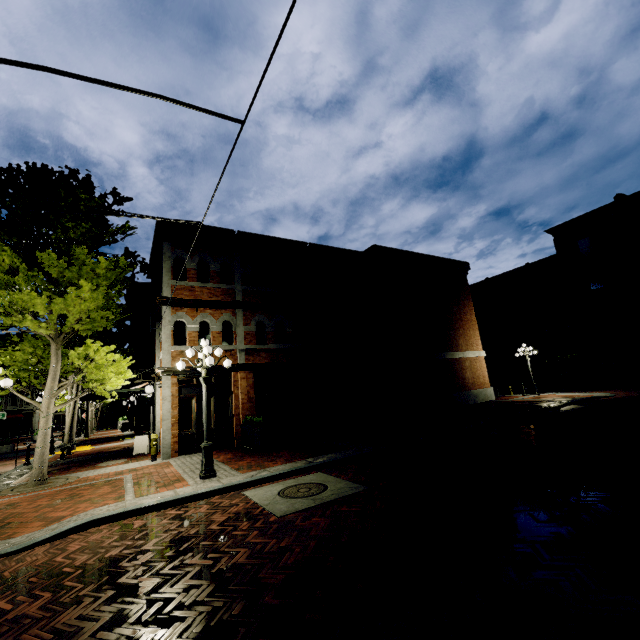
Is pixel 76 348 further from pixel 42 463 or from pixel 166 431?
pixel 166 431

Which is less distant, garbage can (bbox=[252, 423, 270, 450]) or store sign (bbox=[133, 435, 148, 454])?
garbage can (bbox=[252, 423, 270, 450])

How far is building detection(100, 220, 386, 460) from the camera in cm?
1316

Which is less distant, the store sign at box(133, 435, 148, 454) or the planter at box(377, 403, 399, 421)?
the store sign at box(133, 435, 148, 454)

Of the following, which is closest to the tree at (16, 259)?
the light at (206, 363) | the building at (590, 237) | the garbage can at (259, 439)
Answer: the building at (590, 237)

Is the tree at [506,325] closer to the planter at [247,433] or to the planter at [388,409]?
the planter at [247,433]

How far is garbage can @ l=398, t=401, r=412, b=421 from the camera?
15.4 meters

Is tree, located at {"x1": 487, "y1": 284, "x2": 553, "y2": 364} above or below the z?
above
